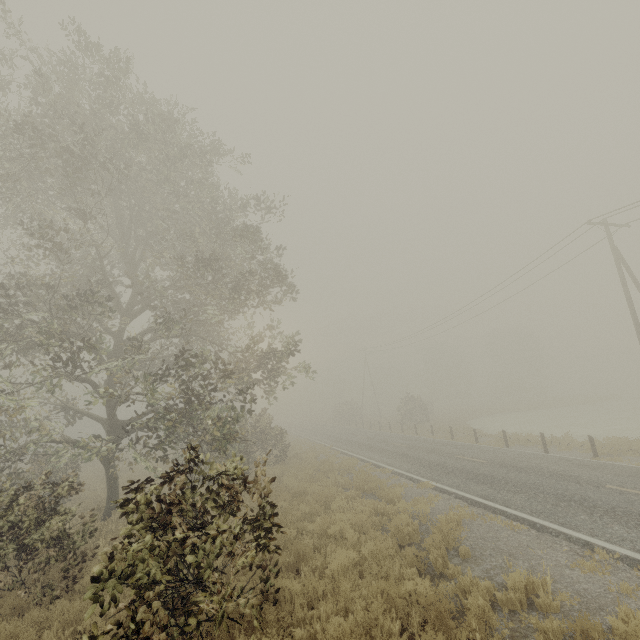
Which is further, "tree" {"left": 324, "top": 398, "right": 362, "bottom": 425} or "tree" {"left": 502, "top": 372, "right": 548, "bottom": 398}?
"tree" {"left": 502, "top": 372, "right": 548, "bottom": 398}

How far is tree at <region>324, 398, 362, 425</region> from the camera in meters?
50.4

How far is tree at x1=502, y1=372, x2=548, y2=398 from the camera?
56.71m

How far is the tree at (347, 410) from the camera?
50.4 meters

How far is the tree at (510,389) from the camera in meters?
56.7

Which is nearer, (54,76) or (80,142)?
(54,76)

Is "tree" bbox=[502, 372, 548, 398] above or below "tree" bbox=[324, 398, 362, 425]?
above
